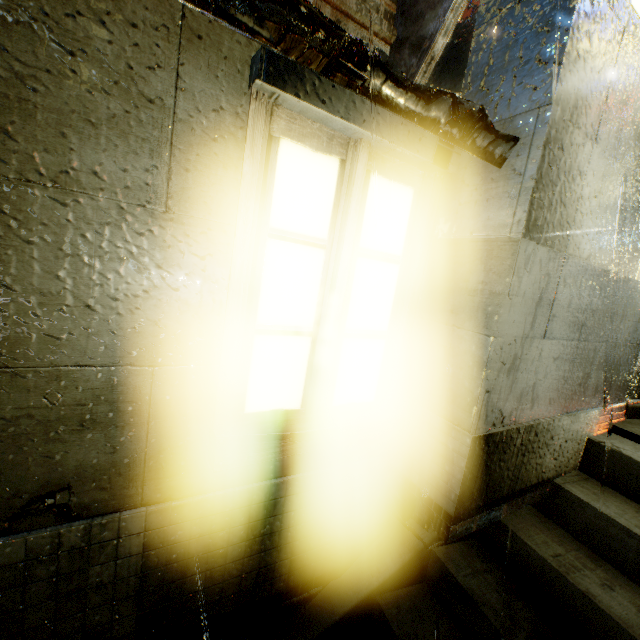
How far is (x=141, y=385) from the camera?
1.8m

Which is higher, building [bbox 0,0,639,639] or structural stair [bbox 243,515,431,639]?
building [bbox 0,0,639,639]

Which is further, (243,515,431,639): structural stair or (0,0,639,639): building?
(243,515,431,639): structural stair

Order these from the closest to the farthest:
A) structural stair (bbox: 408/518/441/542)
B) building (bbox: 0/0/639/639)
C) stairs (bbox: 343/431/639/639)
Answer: building (bbox: 0/0/639/639) → stairs (bbox: 343/431/639/639) → structural stair (bbox: 408/518/441/542)

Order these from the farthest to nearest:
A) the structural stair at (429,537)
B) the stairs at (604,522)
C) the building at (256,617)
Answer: the structural stair at (429,537) < the stairs at (604,522) < the building at (256,617)

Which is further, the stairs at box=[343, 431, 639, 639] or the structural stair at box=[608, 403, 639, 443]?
the structural stair at box=[608, 403, 639, 443]

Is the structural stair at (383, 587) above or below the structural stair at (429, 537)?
below
